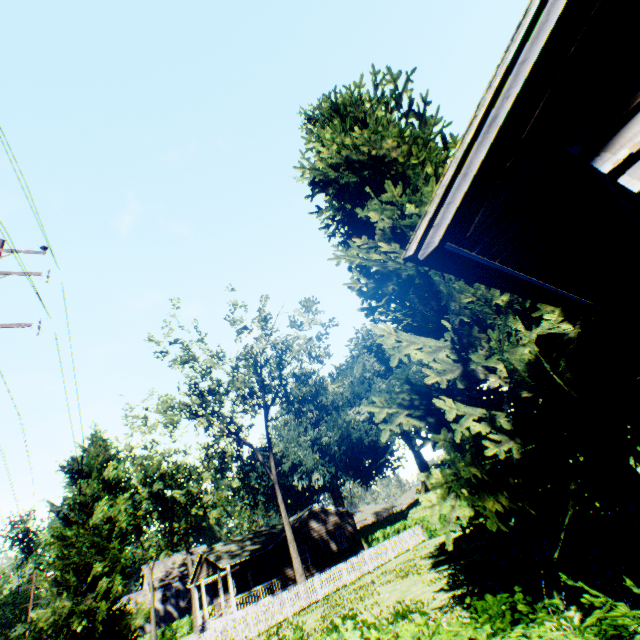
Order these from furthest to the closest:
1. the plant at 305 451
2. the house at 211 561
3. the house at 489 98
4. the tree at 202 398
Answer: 1. the house at 211 561
2. the tree at 202 398
3. the plant at 305 451
4. the house at 489 98

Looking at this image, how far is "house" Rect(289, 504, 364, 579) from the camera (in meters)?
32.28

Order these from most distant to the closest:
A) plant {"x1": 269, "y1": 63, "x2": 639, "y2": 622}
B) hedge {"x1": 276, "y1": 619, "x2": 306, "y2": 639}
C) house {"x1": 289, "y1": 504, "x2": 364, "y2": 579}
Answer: house {"x1": 289, "y1": 504, "x2": 364, "y2": 579} → plant {"x1": 269, "y1": 63, "x2": 639, "y2": 622} → hedge {"x1": 276, "y1": 619, "x2": 306, "y2": 639}

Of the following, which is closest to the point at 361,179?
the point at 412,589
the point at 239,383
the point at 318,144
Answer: the point at 318,144

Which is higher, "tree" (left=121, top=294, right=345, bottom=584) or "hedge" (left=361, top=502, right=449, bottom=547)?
"tree" (left=121, top=294, right=345, bottom=584)

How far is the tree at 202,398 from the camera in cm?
2545

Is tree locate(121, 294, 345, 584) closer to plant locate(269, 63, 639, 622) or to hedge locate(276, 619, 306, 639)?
plant locate(269, 63, 639, 622)

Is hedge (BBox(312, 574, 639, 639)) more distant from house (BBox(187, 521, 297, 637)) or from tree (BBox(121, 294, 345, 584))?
tree (BBox(121, 294, 345, 584))
